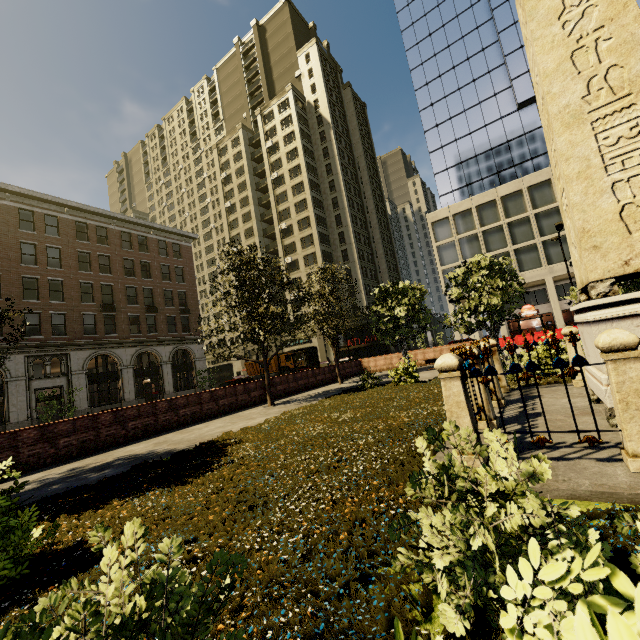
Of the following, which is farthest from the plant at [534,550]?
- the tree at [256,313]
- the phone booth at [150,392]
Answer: the phone booth at [150,392]

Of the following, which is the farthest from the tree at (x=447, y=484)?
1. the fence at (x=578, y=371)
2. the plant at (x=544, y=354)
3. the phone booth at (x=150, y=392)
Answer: the phone booth at (x=150, y=392)

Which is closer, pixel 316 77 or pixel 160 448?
pixel 160 448

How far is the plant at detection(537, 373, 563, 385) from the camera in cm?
839

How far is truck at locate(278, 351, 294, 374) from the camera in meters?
39.1 m

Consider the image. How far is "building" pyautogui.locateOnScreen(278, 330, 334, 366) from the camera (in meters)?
45.12

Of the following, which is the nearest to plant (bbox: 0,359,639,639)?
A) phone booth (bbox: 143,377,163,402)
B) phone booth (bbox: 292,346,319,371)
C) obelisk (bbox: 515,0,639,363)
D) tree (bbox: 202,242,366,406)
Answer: tree (bbox: 202,242,366,406)

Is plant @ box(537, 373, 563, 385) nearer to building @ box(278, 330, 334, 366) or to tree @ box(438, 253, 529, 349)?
tree @ box(438, 253, 529, 349)
